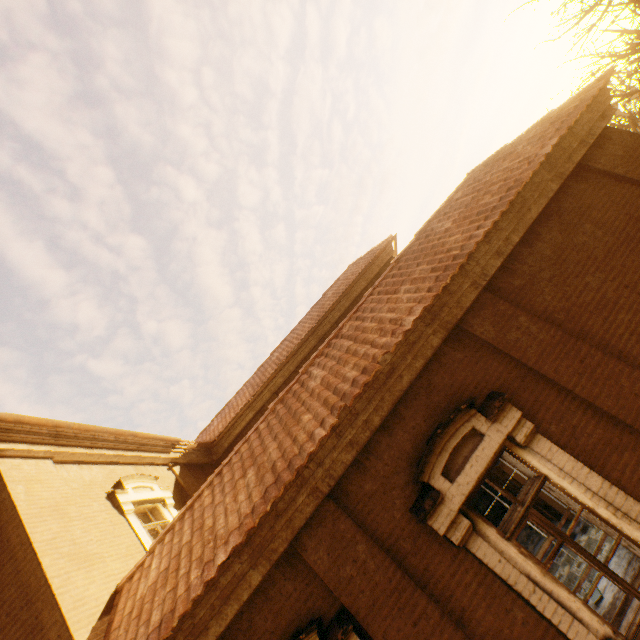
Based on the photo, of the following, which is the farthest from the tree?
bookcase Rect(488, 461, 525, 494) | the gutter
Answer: bookcase Rect(488, 461, 525, 494)

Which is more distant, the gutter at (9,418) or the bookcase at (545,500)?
the bookcase at (545,500)

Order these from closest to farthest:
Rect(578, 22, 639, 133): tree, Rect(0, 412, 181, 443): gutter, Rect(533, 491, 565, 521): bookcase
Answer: Rect(0, 412, 181, 443): gutter → Rect(533, 491, 565, 521): bookcase → Rect(578, 22, 639, 133): tree

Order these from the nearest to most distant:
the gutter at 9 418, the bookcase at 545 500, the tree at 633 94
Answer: the gutter at 9 418, the bookcase at 545 500, the tree at 633 94

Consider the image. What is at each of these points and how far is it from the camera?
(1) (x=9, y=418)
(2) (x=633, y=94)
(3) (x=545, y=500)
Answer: (1) gutter, 5.9m
(2) tree, 18.5m
(3) bookcase, 7.6m

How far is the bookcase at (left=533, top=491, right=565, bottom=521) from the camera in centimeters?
753cm
